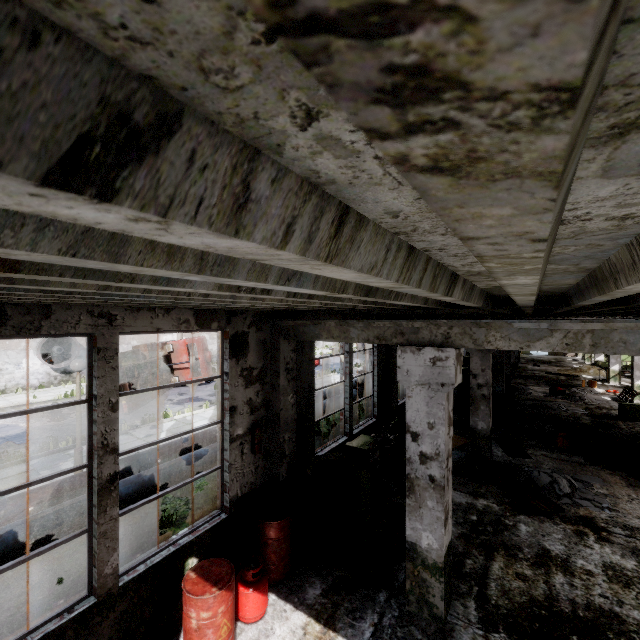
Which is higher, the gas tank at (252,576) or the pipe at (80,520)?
the pipe at (80,520)

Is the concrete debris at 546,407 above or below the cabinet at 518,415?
below

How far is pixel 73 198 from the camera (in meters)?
0.43

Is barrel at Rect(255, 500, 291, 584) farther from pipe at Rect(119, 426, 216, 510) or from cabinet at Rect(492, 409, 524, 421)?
cabinet at Rect(492, 409, 524, 421)

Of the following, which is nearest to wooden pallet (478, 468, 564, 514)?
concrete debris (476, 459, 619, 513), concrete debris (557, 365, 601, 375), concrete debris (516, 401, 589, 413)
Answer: concrete debris (476, 459, 619, 513)

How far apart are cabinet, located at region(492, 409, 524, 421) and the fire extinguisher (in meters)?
11.05

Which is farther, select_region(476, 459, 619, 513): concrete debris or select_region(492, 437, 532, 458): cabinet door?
select_region(492, 437, 532, 458): cabinet door

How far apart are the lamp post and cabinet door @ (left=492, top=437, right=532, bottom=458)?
11.9m
